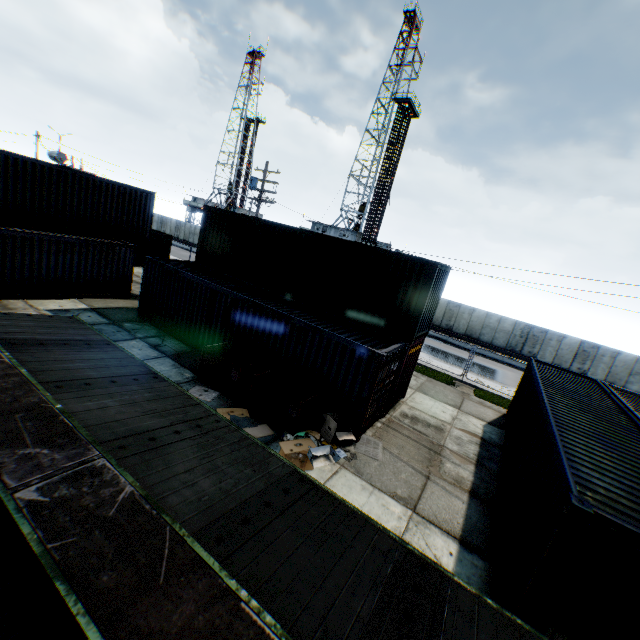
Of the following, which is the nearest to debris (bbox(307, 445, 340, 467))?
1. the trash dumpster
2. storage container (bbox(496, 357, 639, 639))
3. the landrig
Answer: the trash dumpster

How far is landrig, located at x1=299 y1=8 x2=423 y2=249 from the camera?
40.7m

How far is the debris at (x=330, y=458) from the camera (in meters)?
8.57

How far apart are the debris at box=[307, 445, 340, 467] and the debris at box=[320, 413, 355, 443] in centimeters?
31cm

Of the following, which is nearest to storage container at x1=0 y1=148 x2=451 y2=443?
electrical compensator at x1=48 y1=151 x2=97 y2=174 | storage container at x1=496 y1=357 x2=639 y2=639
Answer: storage container at x1=496 y1=357 x2=639 y2=639

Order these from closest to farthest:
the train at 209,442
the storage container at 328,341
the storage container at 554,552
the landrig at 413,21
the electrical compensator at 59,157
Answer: the train at 209,442, the storage container at 554,552, the storage container at 328,341, the electrical compensator at 59,157, the landrig at 413,21

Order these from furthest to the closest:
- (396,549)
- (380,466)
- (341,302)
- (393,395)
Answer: (341,302)
(393,395)
(380,466)
(396,549)

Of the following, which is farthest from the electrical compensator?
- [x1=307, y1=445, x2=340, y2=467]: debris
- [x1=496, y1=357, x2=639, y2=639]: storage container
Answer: [x1=496, y1=357, x2=639, y2=639]: storage container
